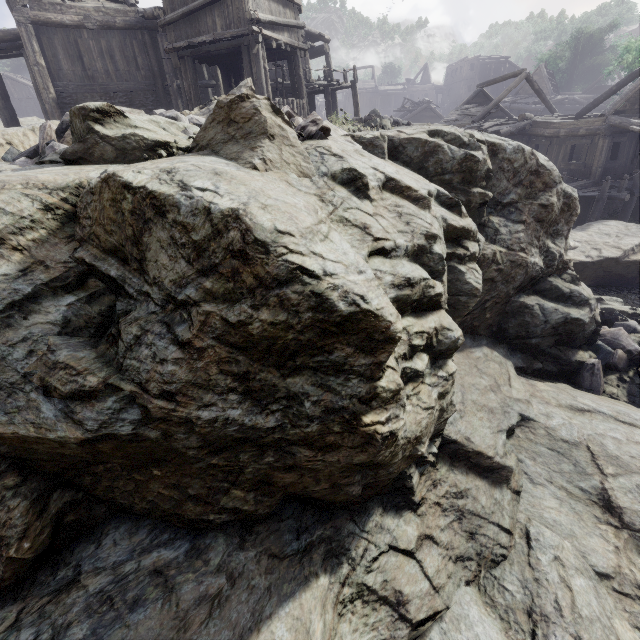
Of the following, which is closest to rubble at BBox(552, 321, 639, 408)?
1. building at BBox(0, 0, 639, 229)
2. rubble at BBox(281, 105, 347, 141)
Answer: building at BBox(0, 0, 639, 229)

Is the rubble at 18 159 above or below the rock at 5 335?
above

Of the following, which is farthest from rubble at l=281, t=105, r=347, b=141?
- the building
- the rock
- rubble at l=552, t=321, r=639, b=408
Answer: rubble at l=552, t=321, r=639, b=408

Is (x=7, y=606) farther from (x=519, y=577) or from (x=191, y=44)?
(x=191, y=44)

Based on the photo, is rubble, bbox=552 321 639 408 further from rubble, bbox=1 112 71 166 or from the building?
rubble, bbox=1 112 71 166

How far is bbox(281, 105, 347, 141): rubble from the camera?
4.75m

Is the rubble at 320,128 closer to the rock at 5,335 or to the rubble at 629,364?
the rock at 5,335
